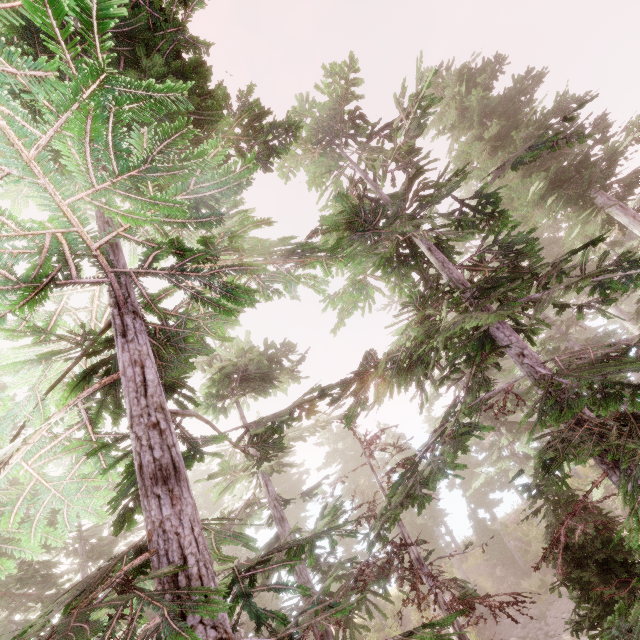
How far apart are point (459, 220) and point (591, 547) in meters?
9.1 m
